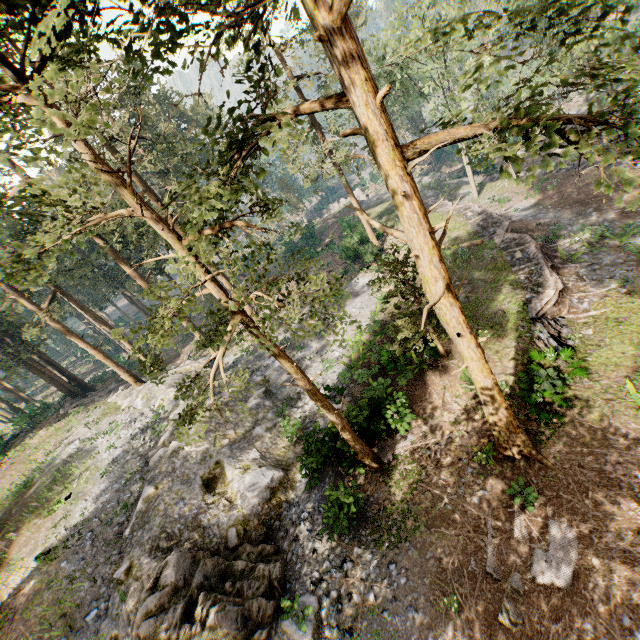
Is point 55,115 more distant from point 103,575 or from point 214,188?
point 103,575

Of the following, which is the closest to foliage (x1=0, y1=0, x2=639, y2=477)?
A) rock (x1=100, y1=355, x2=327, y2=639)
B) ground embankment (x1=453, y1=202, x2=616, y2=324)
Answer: rock (x1=100, y1=355, x2=327, y2=639)

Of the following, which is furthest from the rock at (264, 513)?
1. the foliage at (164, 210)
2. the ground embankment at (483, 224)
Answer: the ground embankment at (483, 224)

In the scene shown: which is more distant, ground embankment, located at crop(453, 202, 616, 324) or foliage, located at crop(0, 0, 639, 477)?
ground embankment, located at crop(453, 202, 616, 324)

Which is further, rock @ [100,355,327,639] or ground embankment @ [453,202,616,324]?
ground embankment @ [453,202,616,324]

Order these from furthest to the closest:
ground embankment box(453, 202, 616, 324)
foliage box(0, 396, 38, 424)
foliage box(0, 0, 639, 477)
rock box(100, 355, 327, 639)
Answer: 1. foliage box(0, 396, 38, 424)
2. ground embankment box(453, 202, 616, 324)
3. rock box(100, 355, 327, 639)
4. foliage box(0, 0, 639, 477)
